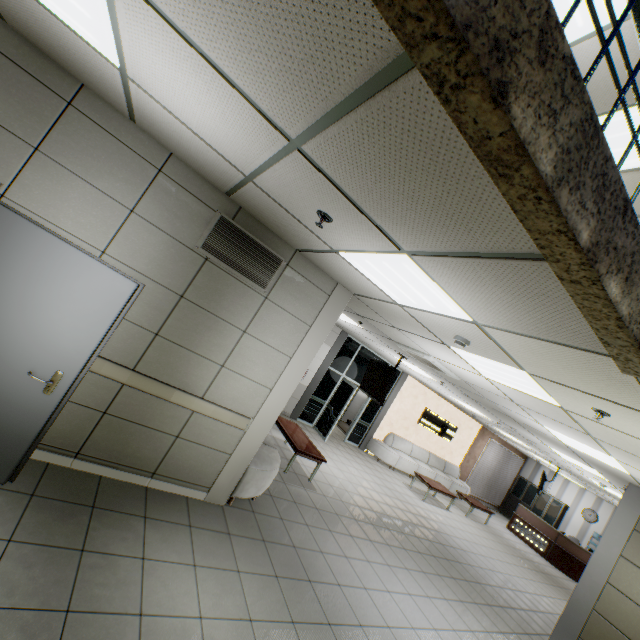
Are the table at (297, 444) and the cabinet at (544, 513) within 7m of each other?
no

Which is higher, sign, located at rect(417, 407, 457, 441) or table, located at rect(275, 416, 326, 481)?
sign, located at rect(417, 407, 457, 441)

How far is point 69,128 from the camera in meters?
2.8 m

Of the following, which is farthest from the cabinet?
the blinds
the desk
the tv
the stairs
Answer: the stairs

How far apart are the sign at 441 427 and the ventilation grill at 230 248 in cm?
1108

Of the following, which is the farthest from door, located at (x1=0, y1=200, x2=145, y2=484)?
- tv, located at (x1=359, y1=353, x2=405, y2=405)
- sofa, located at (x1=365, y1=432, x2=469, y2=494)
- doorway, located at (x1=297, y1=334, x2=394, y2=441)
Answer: sofa, located at (x1=365, y1=432, x2=469, y2=494)

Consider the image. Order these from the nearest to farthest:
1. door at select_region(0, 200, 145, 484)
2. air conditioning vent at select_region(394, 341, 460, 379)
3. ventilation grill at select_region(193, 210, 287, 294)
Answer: door at select_region(0, 200, 145, 484) → ventilation grill at select_region(193, 210, 287, 294) → air conditioning vent at select_region(394, 341, 460, 379)

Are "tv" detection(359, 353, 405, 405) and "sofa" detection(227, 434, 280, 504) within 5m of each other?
yes
